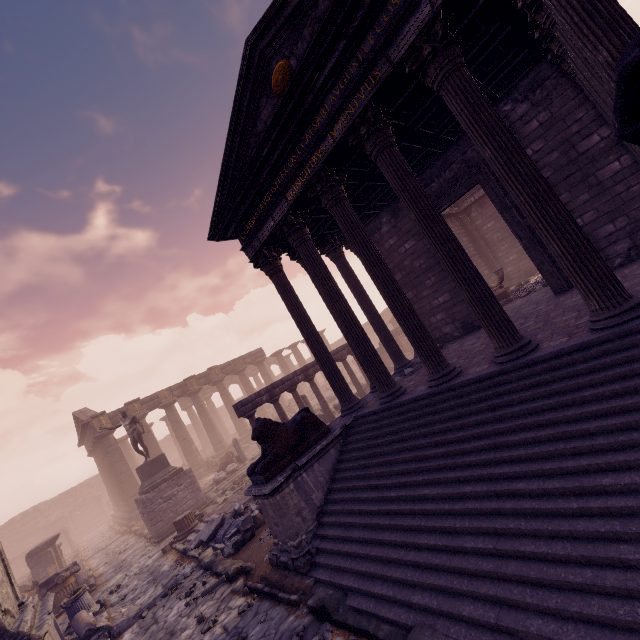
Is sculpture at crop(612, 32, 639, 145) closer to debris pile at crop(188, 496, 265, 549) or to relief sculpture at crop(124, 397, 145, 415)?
debris pile at crop(188, 496, 265, 549)

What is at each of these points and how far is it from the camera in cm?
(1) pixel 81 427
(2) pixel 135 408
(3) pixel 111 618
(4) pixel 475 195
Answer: (1) pediment, 2230
(2) relief sculpture, 2353
(3) debris pile, 836
(4) entablature, 1664

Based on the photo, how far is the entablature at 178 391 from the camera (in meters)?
25.58

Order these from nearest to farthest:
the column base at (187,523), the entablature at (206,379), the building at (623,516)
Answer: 1. the building at (623,516)
2. the column base at (187,523)
3. the entablature at (206,379)

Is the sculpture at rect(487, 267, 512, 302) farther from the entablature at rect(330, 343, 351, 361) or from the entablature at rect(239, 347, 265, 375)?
the entablature at rect(239, 347, 265, 375)

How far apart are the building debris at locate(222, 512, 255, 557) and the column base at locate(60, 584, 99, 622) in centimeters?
521cm

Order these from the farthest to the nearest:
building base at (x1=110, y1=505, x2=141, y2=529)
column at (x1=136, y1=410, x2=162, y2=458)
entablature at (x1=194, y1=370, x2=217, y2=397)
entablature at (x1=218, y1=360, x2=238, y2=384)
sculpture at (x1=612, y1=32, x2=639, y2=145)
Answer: Answer: entablature at (x1=218, y1=360, x2=238, y2=384), entablature at (x1=194, y1=370, x2=217, y2=397), column at (x1=136, y1=410, x2=162, y2=458), building base at (x1=110, y1=505, x2=141, y2=529), sculpture at (x1=612, y1=32, x2=639, y2=145)

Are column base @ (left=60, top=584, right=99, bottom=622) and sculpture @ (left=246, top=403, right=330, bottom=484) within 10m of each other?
yes
